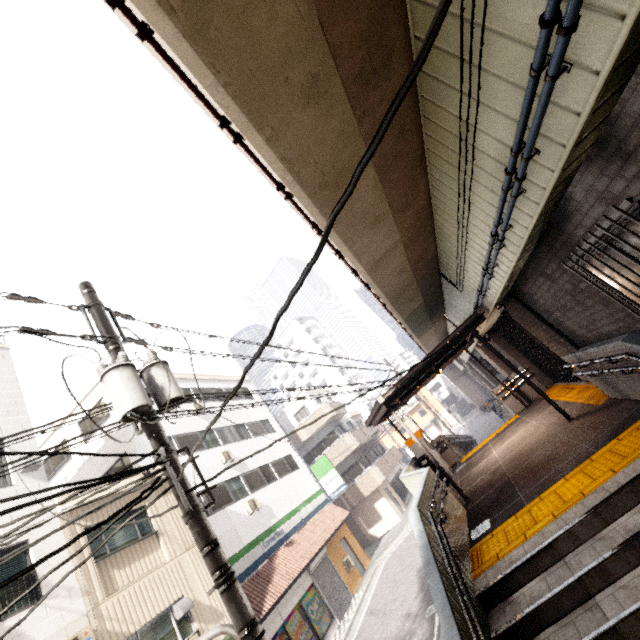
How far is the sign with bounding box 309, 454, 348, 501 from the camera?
21.47m

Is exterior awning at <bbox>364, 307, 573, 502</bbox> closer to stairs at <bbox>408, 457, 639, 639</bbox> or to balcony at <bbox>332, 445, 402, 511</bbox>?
stairs at <bbox>408, 457, 639, 639</bbox>

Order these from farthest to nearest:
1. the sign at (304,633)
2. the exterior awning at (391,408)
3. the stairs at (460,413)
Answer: the stairs at (460,413) < the sign at (304,633) < the exterior awning at (391,408)

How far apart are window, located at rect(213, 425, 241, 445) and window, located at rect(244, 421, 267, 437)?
1.1 meters

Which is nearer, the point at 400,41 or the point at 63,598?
the point at 400,41

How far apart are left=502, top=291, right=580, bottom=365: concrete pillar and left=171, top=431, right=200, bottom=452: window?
14.8m

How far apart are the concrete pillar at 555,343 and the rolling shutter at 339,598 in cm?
1506

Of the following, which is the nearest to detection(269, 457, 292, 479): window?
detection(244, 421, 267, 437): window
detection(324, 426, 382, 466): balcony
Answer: detection(244, 421, 267, 437): window
